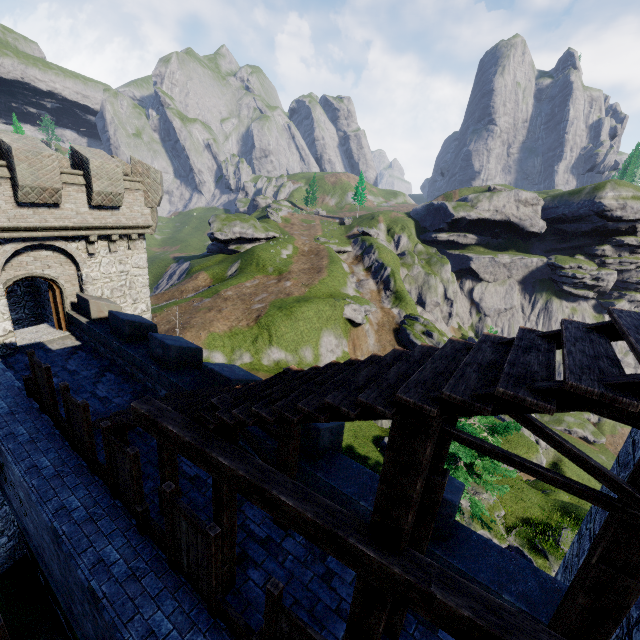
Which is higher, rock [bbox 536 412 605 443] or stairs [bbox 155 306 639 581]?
stairs [bbox 155 306 639 581]

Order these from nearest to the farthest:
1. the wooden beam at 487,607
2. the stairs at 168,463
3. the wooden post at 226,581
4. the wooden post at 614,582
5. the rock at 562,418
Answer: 1. the wooden beam at 487,607
2. the wooden post at 614,582
3. the wooden post at 226,581
4. the stairs at 168,463
5. the rock at 562,418

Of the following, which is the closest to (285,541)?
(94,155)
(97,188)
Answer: (97,188)

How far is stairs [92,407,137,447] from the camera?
7.38m

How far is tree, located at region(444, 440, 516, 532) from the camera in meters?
15.5 m

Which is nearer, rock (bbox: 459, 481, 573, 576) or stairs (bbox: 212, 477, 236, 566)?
stairs (bbox: 212, 477, 236, 566)

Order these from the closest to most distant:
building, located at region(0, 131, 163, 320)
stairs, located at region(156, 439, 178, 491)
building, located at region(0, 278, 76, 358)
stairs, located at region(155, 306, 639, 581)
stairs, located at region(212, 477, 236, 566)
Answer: stairs, located at region(155, 306, 639, 581) < stairs, located at region(212, 477, 236, 566) < stairs, located at region(156, 439, 178, 491) < building, located at region(0, 131, 163, 320) < building, located at region(0, 278, 76, 358)

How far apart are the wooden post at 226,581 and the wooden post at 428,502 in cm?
260
